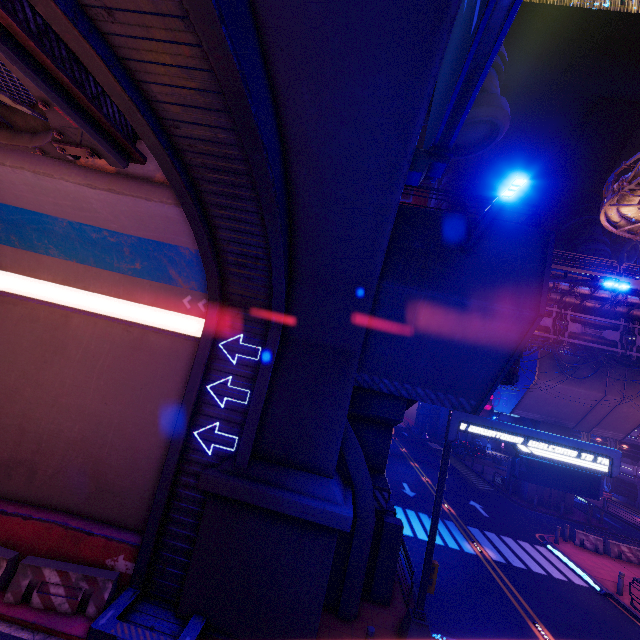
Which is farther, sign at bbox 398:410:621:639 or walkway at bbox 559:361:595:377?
walkway at bbox 559:361:595:377

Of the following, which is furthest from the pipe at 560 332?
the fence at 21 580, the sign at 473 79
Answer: the fence at 21 580

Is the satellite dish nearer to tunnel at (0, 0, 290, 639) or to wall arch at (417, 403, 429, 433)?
wall arch at (417, 403, 429, 433)

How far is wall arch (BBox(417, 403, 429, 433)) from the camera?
57.97m

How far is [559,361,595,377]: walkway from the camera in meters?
27.8

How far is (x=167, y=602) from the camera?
9.29m

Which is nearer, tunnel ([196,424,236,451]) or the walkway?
tunnel ([196,424,236,451])

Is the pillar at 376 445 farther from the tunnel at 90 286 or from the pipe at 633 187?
the pipe at 633 187
